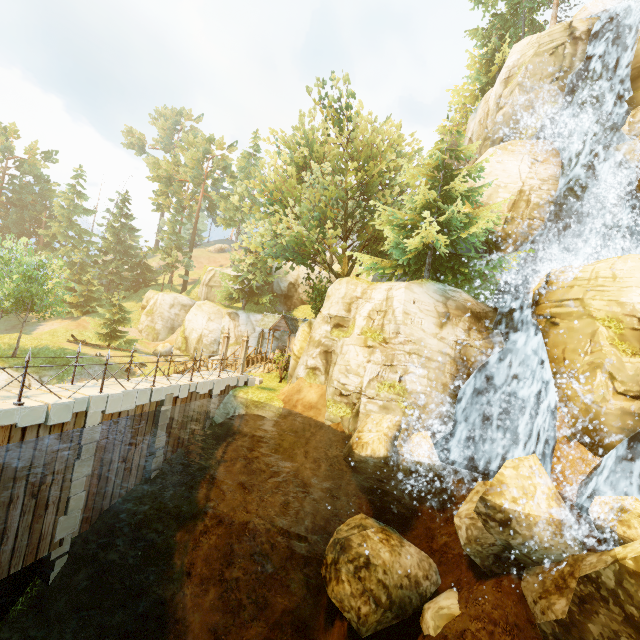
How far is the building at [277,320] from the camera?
28.66m

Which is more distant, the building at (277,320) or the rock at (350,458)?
the building at (277,320)

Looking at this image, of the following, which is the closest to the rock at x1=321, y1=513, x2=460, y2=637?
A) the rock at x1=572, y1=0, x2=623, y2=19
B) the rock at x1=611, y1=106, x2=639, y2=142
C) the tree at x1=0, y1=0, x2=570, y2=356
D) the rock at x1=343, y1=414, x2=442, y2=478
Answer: the rock at x1=343, y1=414, x2=442, y2=478

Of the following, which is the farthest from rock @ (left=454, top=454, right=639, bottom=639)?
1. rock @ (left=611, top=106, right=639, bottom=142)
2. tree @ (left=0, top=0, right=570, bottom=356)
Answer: rock @ (left=611, top=106, right=639, bottom=142)

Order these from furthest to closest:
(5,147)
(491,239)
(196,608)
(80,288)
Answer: (5,147), (80,288), (491,239), (196,608)

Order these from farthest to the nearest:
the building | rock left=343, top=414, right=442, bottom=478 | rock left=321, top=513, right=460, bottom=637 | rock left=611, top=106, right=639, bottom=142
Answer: the building < rock left=611, top=106, right=639, bottom=142 < rock left=343, top=414, right=442, bottom=478 < rock left=321, top=513, right=460, bottom=637

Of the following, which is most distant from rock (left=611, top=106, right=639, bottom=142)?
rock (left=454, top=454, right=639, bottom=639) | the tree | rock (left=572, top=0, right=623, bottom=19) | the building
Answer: the building

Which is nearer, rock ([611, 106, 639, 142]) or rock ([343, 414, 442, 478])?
rock ([343, 414, 442, 478])
